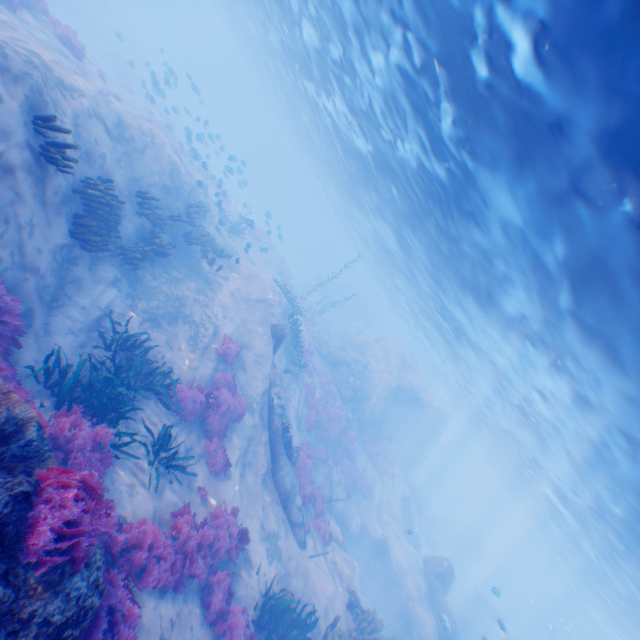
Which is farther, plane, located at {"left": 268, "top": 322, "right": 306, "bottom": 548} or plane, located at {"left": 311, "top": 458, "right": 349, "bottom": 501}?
plane, located at {"left": 311, "top": 458, "right": 349, "bottom": 501}

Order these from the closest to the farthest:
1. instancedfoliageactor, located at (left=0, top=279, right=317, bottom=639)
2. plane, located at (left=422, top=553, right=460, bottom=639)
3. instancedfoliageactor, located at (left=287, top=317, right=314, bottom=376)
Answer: instancedfoliageactor, located at (left=0, top=279, right=317, bottom=639) < plane, located at (left=422, top=553, right=460, bottom=639) < instancedfoliageactor, located at (left=287, top=317, right=314, bottom=376)

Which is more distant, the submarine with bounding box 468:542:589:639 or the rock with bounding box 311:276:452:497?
the submarine with bounding box 468:542:589:639

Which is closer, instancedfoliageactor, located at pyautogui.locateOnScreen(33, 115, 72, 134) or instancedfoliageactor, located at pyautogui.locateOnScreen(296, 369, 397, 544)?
instancedfoliageactor, located at pyautogui.locateOnScreen(33, 115, 72, 134)

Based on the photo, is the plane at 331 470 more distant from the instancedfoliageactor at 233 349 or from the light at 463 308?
the light at 463 308

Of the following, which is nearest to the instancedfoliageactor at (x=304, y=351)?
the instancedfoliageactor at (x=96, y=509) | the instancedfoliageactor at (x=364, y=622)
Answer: the instancedfoliageactor at (x=364, y=622)

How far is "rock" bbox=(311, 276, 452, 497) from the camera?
28.8 meters

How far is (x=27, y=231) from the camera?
7.0m
